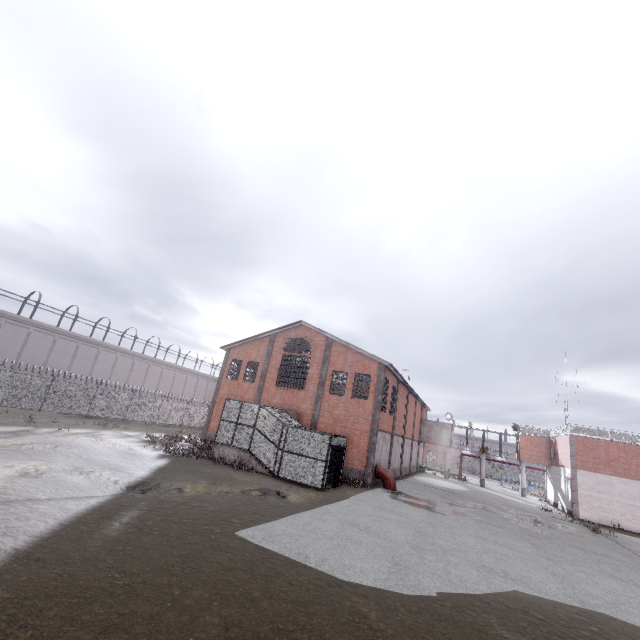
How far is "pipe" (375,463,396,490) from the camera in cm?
2336

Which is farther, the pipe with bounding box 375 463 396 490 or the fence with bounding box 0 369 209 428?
the fence with bounding box 0 369 209 428

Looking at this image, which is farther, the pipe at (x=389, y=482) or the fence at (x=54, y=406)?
the fence at (x=54, y=406)

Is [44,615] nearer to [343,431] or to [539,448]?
[343,431]

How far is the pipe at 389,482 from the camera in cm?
2336
